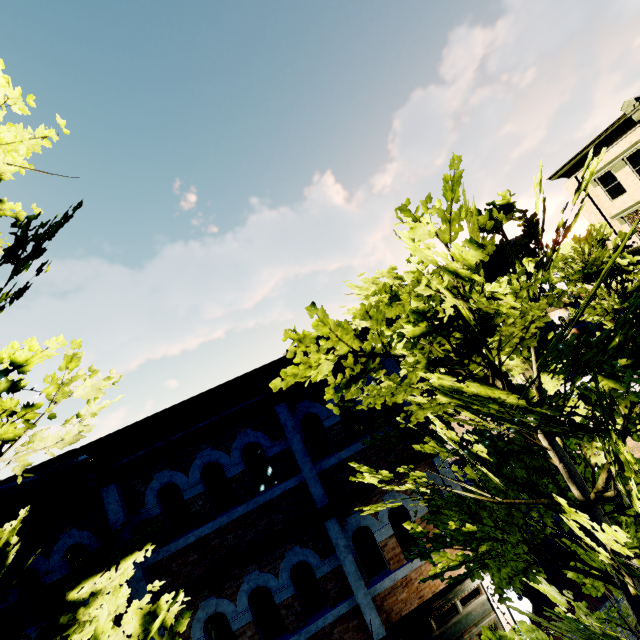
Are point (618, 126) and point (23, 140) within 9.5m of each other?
no

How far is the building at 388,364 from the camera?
8.3m

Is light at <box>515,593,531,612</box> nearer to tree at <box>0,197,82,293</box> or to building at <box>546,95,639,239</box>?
tree at <box>0,197,82,293</box>

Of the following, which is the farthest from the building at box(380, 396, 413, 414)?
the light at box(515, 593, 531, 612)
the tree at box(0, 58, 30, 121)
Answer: the light at box(515, 593, 531, 612)

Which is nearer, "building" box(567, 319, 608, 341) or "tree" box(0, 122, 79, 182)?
"tree" box(0, 122, 79, 182)

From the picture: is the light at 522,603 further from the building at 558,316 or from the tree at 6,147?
the building at 558,316
